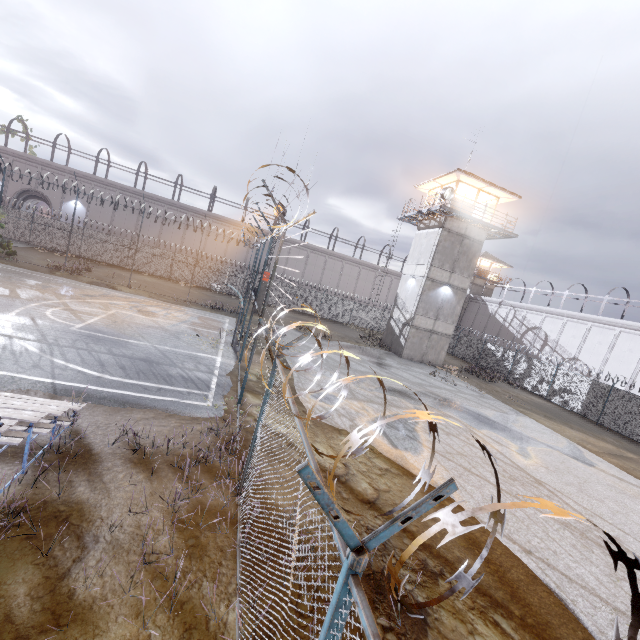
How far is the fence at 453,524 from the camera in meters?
1.0

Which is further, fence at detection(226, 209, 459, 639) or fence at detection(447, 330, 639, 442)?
fence at detection(447, 330, 639, 442)

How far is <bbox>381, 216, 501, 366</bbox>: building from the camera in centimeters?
2542cm

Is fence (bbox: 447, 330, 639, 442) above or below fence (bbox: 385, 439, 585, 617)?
below

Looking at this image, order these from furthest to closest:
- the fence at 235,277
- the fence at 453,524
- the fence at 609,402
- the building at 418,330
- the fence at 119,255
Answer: the building at 418,330, the fence at 119,255, the fence at 609,402, the fence at 235,277, the fence at 453,524

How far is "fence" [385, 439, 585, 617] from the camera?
1.0 meters

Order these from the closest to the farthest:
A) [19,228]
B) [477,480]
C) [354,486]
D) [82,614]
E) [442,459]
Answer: [82,614]
[354,486]
[477,480]
[442,459]
[19,228]
